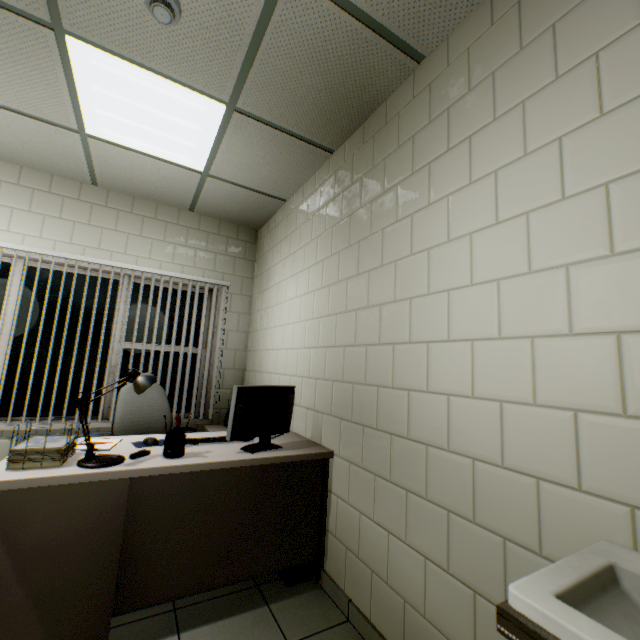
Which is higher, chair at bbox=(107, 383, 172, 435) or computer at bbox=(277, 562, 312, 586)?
chair at bbox=(107, 383, 172, 435)

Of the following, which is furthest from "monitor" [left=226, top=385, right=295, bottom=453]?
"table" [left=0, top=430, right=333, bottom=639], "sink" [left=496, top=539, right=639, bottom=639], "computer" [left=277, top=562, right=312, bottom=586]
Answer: "sink" [left=496, top=539, right=639, bottom=639]

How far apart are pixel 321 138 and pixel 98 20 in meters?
1.5 m

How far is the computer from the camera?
2.1m

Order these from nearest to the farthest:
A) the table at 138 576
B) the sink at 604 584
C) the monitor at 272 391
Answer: the sink at 604 584, the table at 138 576, the monitor at 272 391

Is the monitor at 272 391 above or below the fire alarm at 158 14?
below

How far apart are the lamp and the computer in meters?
1.3 m

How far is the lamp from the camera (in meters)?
1.61
